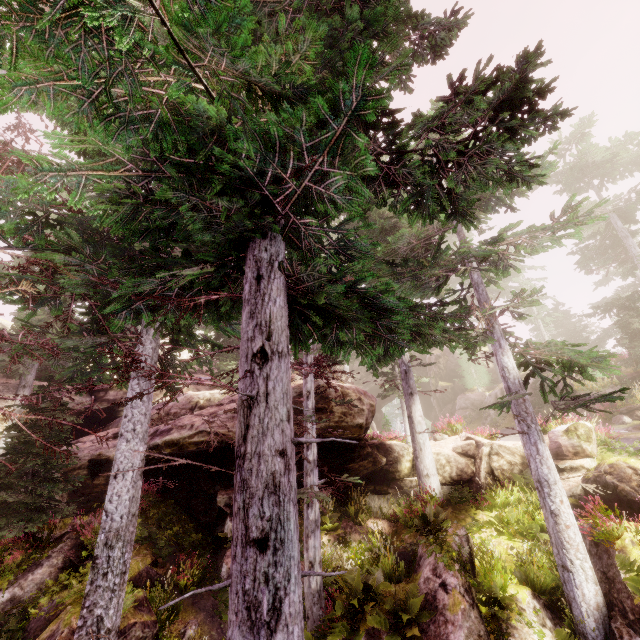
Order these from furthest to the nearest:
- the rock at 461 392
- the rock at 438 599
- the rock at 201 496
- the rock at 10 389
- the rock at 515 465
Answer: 1. the rock at 461 392
2. the rock at 10 389
3. the rock at 515 465
4. the rock at 201 496
5. the rock at 438 599

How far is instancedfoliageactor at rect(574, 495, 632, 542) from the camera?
7.8m

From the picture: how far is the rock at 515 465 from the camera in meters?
13.4

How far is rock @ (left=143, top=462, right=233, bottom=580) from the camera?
11.39m

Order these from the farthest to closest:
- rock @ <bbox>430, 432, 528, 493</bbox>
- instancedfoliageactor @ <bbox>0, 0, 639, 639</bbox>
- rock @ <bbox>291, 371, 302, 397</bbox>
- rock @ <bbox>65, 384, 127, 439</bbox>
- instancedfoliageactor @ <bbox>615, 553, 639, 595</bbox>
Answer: rock @ <bbox>65, 384, 127, 439</bbox>, rock @ <bbox>430, 432, 528, 493</bbox>, rock @ <bbox>291, 371, 302, 397</bbox>, instancedfoliageactor @ <bbox>615, 553, 639, 595</bbox>, instancedfoliageactor @ <bbox>0, 0, 639, 639</bbox>

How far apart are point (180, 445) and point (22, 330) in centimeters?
633cm
